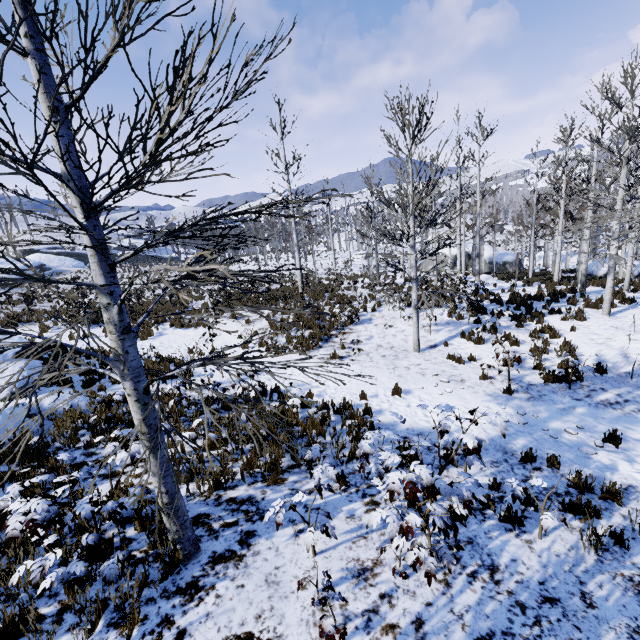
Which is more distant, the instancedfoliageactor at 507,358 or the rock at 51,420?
the instancedfoliageactor at 507,358

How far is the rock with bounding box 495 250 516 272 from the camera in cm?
3278

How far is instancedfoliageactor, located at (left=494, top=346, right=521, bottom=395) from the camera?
8.5m

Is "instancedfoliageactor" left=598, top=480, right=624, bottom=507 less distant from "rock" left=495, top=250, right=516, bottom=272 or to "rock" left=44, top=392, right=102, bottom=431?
"rock" left=44, top=392, right=102, bottom=431

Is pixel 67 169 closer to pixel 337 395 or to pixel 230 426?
pixel 230 426

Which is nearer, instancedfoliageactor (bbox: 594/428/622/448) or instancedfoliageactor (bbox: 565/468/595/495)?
instancedfoliageactor (bbox: 565/468/595/495)

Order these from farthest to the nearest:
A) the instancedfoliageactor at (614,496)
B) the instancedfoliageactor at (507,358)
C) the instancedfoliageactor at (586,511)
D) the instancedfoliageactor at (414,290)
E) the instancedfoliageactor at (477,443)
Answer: the instancedfoliageactor at (507,358) → the instancedfoliageactor at (614,496) → the instancedfoliageactor at (586,511) → the instancedfoliageactor at (477,443) → the instancedfoliageactor at (414,290)
